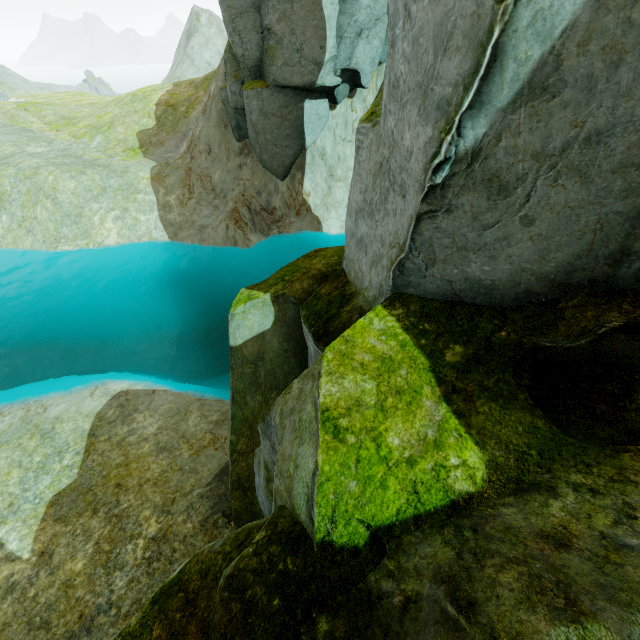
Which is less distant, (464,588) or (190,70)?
(464,588)
